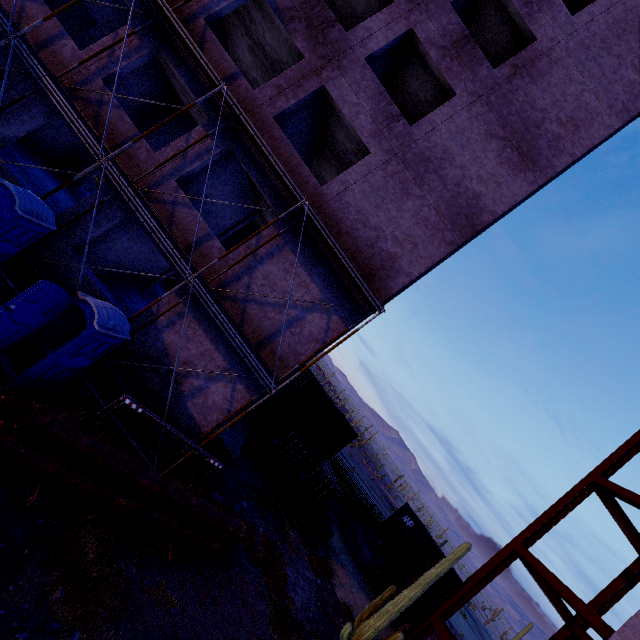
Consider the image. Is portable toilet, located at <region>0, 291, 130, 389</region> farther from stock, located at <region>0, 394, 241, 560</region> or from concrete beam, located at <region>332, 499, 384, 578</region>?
concrete beam, located at <region>332, 499, 384, 578</region>

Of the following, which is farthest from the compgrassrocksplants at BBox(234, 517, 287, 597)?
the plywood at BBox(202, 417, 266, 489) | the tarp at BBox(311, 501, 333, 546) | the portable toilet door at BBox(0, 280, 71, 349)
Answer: the portable toilet door at BBox(0, 280, 71, 349)

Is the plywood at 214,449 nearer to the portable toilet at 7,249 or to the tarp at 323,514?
the tarp at 323,514

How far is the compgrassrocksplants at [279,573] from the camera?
10.9 meters

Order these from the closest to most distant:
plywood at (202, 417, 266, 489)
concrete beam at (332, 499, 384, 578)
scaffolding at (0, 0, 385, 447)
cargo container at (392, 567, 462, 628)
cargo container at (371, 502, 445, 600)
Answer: scaffolding at (0, 0, 385, 447), plywood at (202, 417, 266, 489), cargo container at (392, 567, 462, 628), cargo container at (371, 502, 445, 600), concrete beam at (332, 499, 384, 578)

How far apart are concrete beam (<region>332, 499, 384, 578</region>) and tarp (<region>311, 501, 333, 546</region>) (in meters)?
4.70

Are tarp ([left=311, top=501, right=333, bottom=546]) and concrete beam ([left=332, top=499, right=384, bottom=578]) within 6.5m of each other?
yes

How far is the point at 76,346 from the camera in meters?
7.3 m
